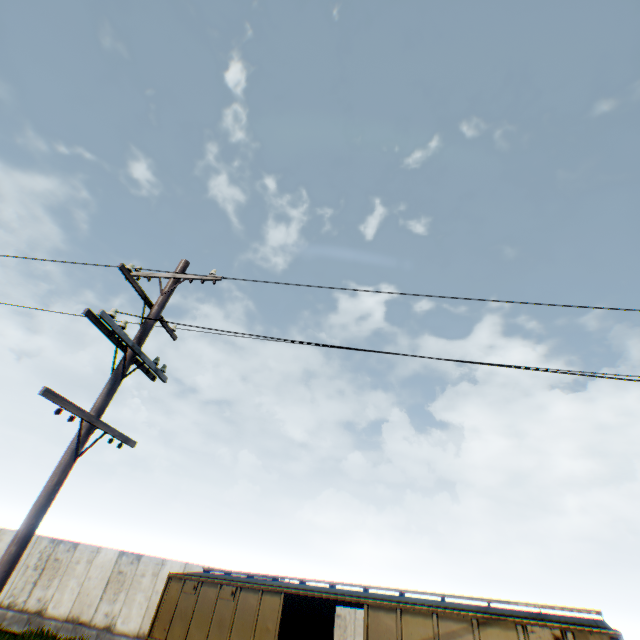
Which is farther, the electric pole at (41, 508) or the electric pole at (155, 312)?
the electric pole at (155, 312)

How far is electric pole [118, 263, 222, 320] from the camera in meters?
6.1 m

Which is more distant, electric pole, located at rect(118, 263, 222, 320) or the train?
the train

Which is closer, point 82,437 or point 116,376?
point 82,437

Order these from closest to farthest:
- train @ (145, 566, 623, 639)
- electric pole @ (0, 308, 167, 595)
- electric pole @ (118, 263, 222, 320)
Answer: electric pole @ (0, 308, 167, 595), electric pole @ (118, 263, 222, 320), train @ (145, 566, 623, 639)

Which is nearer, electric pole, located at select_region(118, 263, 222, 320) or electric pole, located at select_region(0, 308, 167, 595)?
electric pole, located at select_region(0, 308, 167, 595)

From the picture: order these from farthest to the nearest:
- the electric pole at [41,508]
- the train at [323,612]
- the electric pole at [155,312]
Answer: the train at [323,612], the electric pole at [155,312], the electric pole at [41,508]
